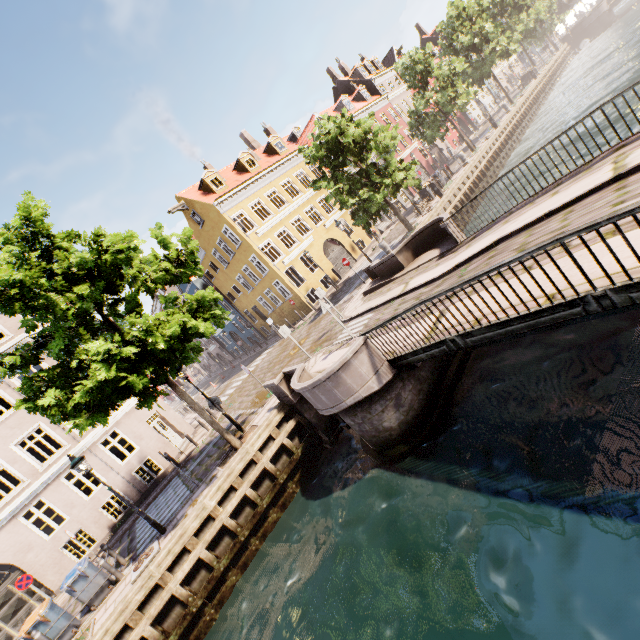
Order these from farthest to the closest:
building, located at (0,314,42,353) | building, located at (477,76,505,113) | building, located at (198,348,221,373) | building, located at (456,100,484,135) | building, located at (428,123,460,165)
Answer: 1. building, located at (477,76,505,113)
2. building, located at (198,348,221,373)
3. building, located at (456,100,484,135)
4. building, located at (428,123,460,165)
5. building, located at (0,314,42,353)

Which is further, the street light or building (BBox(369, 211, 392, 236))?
building (BBox(369, 211, 392, 236))

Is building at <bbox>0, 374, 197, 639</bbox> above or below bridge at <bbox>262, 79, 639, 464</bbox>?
above

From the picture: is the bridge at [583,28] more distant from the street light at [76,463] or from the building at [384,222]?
the street light at [76,463]

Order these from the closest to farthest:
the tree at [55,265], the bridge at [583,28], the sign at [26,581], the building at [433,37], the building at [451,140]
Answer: the tree at [55,265] < the sign at [26,581] < the building at [451,140] < the bridge at [583,28] < the building at [433,37]

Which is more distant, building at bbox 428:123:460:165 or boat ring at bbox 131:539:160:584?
building at bbox 428:123:460:165

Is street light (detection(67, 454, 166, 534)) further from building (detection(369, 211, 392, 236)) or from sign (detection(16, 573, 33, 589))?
sign (detection(16, 573, 33, 589))

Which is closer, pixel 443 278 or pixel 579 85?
pixel 443 278
